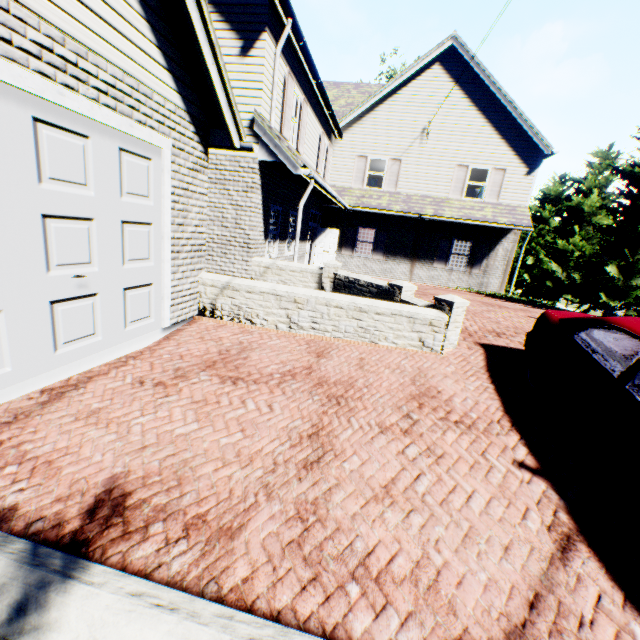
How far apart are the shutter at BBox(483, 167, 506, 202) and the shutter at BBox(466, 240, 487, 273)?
1.8m

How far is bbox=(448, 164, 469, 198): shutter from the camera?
15.91m

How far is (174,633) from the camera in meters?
1.4 m

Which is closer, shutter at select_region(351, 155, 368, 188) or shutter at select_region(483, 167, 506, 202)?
shutter at select_region(483, 167, 506, 202)

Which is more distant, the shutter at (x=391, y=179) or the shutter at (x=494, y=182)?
the shutter at (x=391, y=179)

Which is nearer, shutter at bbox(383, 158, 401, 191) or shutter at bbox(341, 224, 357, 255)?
shutter at bbox(383, 158, 401, 191)

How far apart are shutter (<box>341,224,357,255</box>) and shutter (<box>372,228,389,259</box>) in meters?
0.9 m

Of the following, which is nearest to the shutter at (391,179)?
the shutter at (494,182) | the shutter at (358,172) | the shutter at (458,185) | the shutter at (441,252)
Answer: the shutter at (358,172)
